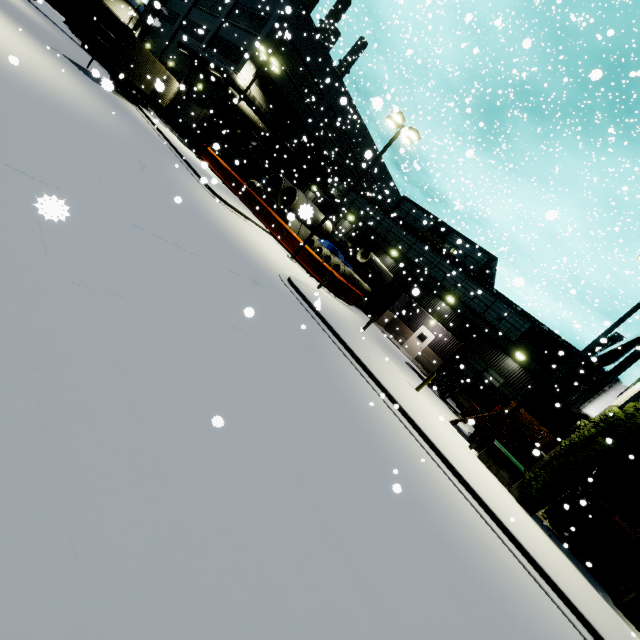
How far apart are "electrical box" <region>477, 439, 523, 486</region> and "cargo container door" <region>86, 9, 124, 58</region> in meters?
12.4 m

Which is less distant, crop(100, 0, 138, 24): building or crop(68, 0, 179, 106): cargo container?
crop(68, 0, 179, 106): cargo container

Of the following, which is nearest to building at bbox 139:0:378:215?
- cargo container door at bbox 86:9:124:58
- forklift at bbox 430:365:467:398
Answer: forklift at bbox 430:365:467:398

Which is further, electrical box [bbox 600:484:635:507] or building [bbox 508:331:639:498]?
electrical box [bbox 600:484:635:507]

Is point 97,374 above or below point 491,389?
below

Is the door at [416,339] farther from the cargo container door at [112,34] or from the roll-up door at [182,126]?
the roll-up door at [182,126]

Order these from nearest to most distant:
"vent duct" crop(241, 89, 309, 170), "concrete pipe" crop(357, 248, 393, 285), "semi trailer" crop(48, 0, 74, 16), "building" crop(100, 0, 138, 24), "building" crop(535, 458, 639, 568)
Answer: "building" crop(535, 458, 639, 568) → "concrete pipe" crop(357, 248, 393, 285) → "vent duct" crop(241, 89, 309, 170) → "semi trailer" crop(48, 0, 74, 16) → "building" crop(100, 0, 138, 24)

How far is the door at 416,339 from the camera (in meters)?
26.11
